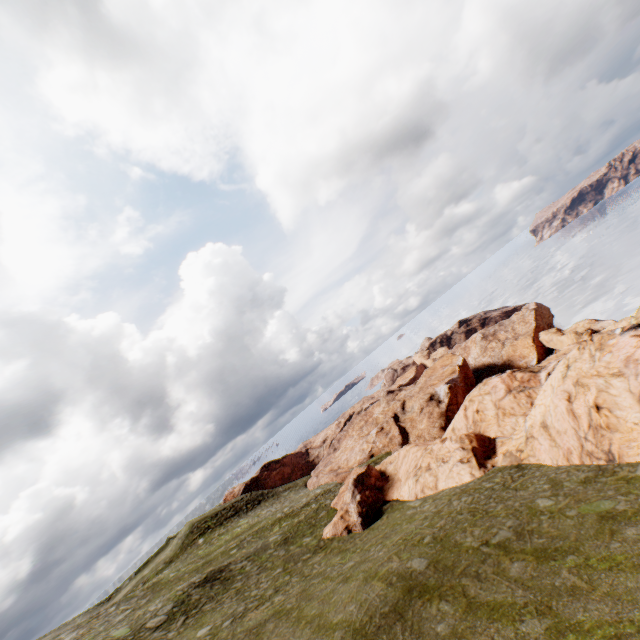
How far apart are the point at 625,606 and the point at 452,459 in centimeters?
1826cm
